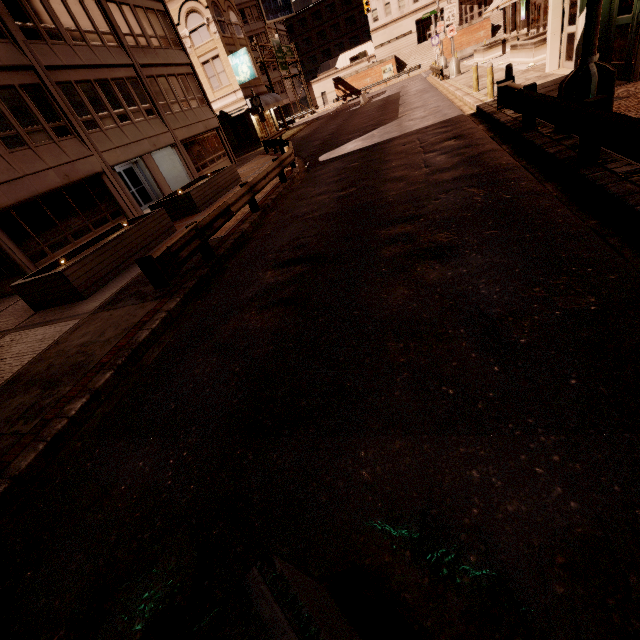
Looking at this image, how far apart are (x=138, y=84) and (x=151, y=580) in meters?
26.3 m

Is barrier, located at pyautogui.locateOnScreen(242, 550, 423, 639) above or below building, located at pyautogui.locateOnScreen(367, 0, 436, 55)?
below

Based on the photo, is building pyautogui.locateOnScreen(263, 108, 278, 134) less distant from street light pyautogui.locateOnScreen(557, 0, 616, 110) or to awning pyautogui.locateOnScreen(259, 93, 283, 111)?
awning pyautogui.locateOnScreen(259, 93, 283, 111)

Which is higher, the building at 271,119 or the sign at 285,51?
the sign at 285,51

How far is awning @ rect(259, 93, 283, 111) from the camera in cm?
3262

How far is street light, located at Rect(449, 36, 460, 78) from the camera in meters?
24.5 m

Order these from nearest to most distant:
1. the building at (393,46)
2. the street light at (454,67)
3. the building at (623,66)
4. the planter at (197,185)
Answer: the building at (623,66) → the planter at (197,185) → the street light at (454,67) → the building at (393,46)

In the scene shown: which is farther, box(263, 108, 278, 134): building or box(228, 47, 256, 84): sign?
box(263, 108, 278, 134): building
